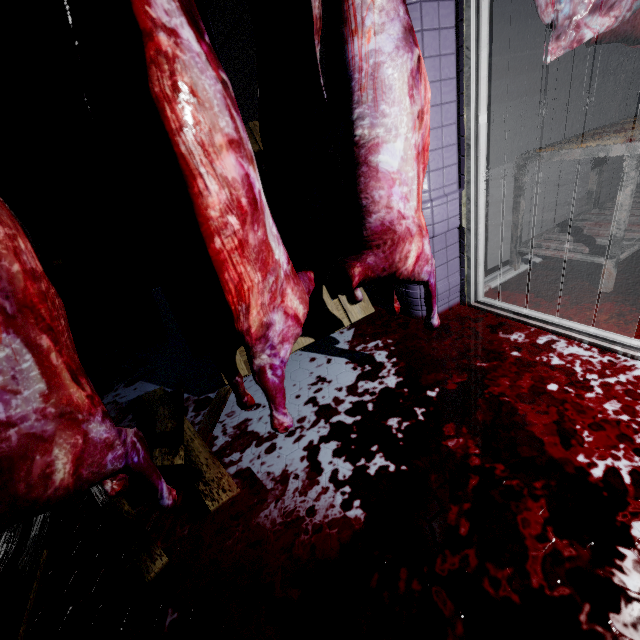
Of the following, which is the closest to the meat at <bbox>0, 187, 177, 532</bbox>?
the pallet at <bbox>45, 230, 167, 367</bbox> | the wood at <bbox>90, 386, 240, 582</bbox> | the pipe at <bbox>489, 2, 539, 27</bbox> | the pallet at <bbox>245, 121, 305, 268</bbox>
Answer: the wood at <bbox>90, 386, 240, 582</bbox>

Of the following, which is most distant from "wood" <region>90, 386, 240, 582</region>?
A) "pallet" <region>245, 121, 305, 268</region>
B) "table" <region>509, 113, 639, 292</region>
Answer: "table" <region>509, 113, 639, 292</region>

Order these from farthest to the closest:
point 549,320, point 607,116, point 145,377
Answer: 1. point 607,116
2. point 145,377
3. point 549,320

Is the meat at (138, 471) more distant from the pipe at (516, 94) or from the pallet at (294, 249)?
the pipe at (516, 94)

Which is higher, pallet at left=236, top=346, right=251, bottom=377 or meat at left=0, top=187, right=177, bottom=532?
meat at left=0, top=187, right=177, bottom=532

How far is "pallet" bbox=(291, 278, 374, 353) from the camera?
1.9m

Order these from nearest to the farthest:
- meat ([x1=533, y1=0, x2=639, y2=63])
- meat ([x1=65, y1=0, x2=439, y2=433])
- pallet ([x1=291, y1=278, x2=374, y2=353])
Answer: meat ([x1=65, y1=0, x2=439, y2=433]) < meat ([x1=533, y1=0, x2=639, y2=63]) < pallet ([x1=291, y1=278, x2=374, y2=353])

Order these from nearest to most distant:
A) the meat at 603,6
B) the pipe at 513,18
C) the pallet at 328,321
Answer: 1. the meat at 603,6
2. the pallet at 328,321
3. the pipe at 513,18
